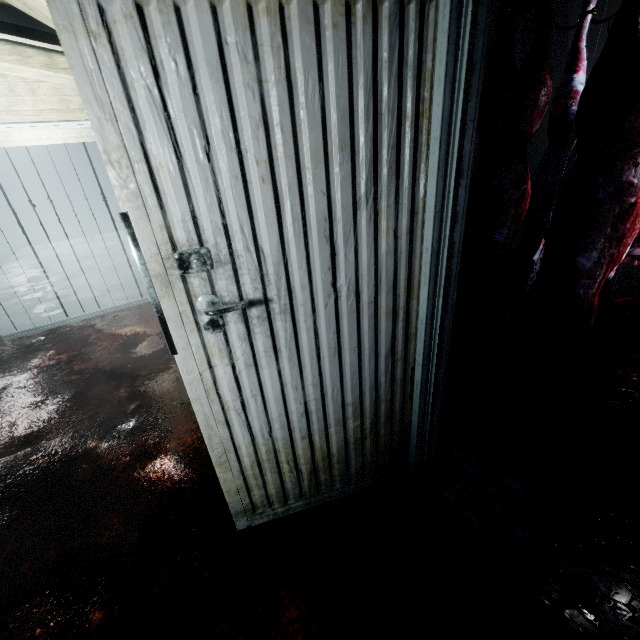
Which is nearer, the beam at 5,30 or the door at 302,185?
the door at 302,185

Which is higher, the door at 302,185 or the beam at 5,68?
the beam at 5,68

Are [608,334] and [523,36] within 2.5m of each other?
no

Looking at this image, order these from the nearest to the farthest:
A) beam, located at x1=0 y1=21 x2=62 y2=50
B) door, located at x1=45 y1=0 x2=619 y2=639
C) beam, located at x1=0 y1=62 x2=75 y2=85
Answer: door, located at x1=45 y1=0 x2=619 y2=639
beam, located at x1=0 y1=21 x2=62 y2=50
beam, located at x1=0 y1=62 x2=75 y2=85

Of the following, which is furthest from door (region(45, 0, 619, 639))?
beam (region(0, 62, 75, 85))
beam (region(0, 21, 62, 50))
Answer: beam (region(0, 62, 75, 85))

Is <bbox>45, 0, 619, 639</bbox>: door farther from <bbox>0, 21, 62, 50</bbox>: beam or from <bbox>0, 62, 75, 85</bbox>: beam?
<bbox>0, 62, 75, 85</bbox>: beam
